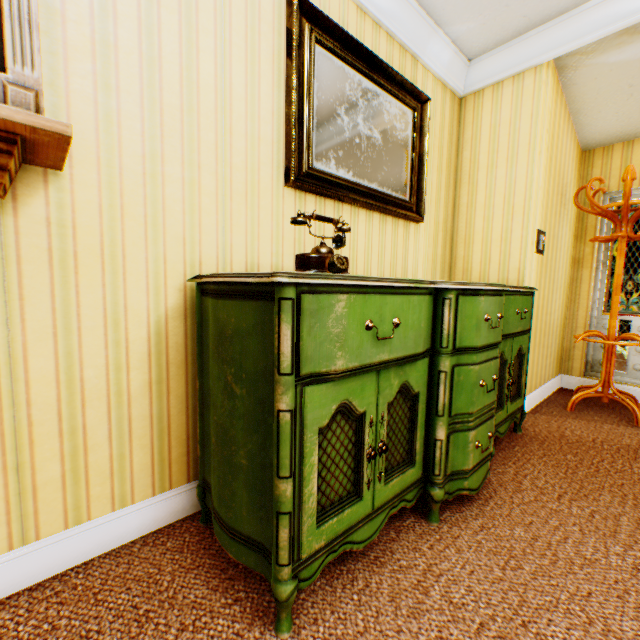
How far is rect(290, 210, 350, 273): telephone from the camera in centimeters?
133cm

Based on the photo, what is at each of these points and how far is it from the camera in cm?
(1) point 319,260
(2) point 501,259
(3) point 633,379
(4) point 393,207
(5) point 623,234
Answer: (1) telephone, 133
(2) building, 287
(3) building, 354
(4) mirror, 247
(5) coat rack, 286

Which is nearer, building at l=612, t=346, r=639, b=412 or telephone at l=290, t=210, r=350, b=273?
telephone at l=290, t=210, r=350, b=273

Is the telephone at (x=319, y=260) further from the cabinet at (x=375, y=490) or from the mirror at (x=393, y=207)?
the mirror at (x=393, y=207)

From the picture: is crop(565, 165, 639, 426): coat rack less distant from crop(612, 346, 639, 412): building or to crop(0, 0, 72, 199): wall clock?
crop(612, 346, 639, 412): building

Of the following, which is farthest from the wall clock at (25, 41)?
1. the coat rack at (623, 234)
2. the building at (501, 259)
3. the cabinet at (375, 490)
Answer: the coat rack at (623, 234)

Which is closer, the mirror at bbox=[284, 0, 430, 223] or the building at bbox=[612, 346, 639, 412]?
the mirror at bbox=[284, 0, 430, 223]

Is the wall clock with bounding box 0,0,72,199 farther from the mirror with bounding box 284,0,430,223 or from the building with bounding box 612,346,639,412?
the mirror with bounding box 284,0,430,223
